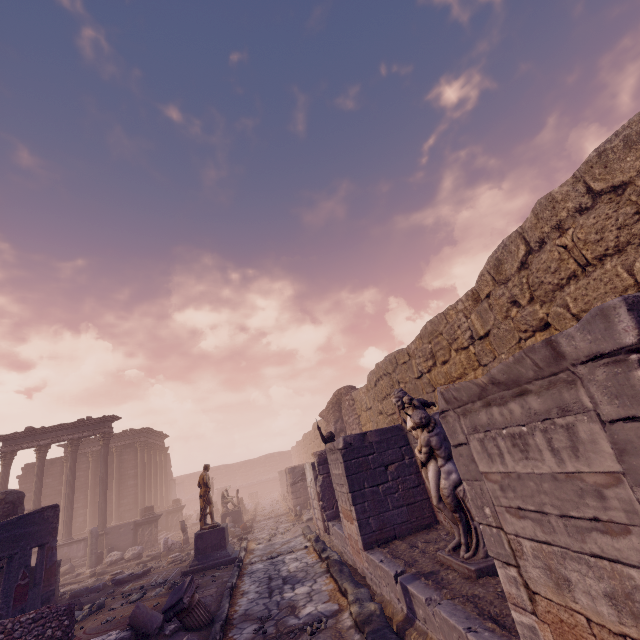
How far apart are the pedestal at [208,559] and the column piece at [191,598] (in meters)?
4.51

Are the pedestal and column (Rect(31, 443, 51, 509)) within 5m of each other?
no

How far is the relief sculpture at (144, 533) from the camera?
17.66m

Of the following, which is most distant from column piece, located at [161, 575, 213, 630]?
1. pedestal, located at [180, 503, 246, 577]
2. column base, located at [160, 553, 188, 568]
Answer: column base, located at [160, 553, 188, 568]

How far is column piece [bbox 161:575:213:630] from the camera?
6.3 meters

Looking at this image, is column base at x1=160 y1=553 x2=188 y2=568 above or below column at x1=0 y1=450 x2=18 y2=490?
below

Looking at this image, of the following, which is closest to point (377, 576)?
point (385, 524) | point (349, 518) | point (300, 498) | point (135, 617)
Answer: point (385, 524)

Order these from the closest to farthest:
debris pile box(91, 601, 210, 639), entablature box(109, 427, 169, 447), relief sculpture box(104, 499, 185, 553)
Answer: debris pile box(91, 601, 210, 639)
relief sculpture box(104, 499, 185, 553)
entablature box(109, 427, 169, 447)
